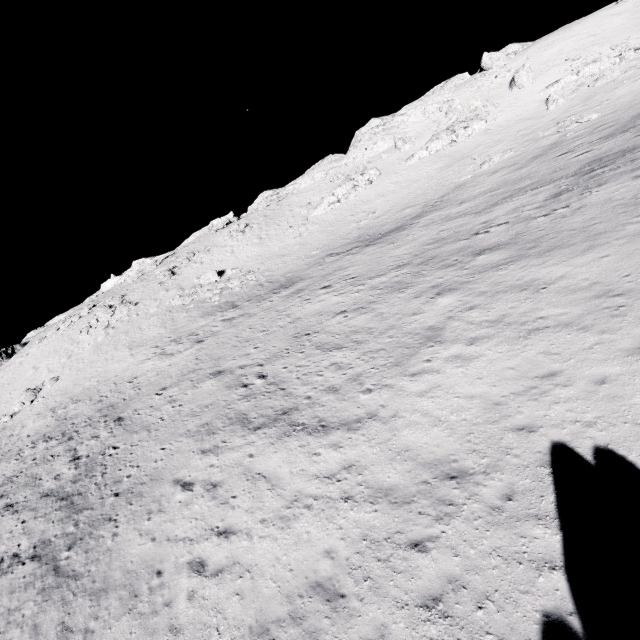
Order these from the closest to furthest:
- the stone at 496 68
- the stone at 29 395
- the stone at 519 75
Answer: the stone at 29 395 < the stone at 519 75 < the stone at 496 68

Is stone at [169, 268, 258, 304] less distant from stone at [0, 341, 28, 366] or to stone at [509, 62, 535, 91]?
stone at [0, 341, 28, 366]

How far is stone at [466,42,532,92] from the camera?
51.38m

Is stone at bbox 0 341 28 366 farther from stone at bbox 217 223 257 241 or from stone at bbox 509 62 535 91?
stone at bbox 509 62 535 91

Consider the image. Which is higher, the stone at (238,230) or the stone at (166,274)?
the stone at (238,230)

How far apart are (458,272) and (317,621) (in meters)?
15.52

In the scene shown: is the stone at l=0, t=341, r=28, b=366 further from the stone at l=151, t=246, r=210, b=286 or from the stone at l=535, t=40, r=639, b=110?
the stone at l=535, t=40, r=639, b=110

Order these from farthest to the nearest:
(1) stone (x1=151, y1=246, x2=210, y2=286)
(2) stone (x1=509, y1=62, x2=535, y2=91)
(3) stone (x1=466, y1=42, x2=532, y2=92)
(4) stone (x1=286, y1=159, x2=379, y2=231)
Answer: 1. (3) stone (x1=466, y1=42, x2=532, y2=92)
2. (4) stone (x1=286, y1=159, x2=379, y2=231)
3. (2) stone (x1=509, y1=62, x2=535, y2=91)
4. (1) stone (x1=151, y1=246, x2=210, y2=286)
